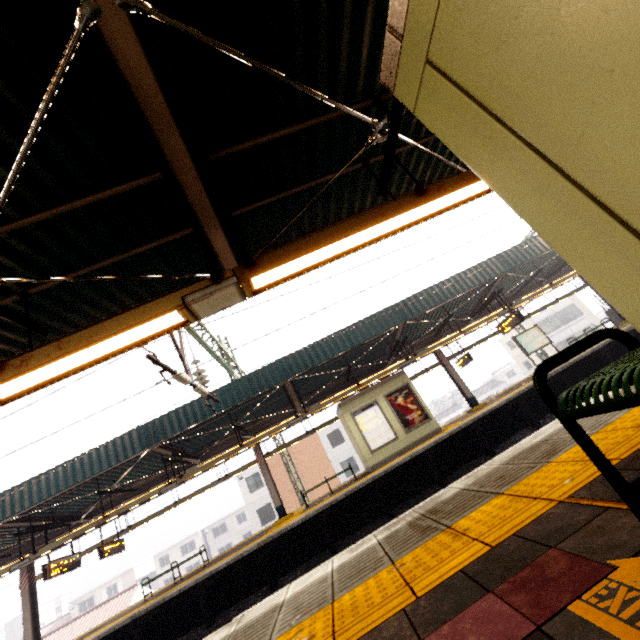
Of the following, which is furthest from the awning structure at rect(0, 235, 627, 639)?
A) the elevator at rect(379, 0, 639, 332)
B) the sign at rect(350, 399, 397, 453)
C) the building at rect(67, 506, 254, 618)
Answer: the building at rect(67, 506, 254, 618)

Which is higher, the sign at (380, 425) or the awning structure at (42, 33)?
the awning structure at (42, 33)

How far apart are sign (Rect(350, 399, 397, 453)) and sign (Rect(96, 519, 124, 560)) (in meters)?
11.78

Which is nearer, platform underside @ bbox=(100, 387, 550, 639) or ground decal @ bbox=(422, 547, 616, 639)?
ground decal @ bbox=(422, 547, 616, 639)

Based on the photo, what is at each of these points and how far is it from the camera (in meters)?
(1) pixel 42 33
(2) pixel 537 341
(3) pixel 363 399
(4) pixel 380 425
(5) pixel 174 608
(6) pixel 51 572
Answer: (1) awning structure, 2.27
(2) sign, 16.06
(3) elevator, 13.98
(4) sign, 13.48
(5) platform underside, 9.75
(6) sign, 10.91

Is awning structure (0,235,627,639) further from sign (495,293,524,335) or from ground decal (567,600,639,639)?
ground decal (567,600,639,639)

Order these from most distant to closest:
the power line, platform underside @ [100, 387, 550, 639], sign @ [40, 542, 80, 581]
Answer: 1. sign @ [40, 542, 80, 581]
2. platform underside @ [100, 387, 550, 639]
3. the power line

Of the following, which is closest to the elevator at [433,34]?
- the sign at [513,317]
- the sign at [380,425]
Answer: the sign at [513,317]
